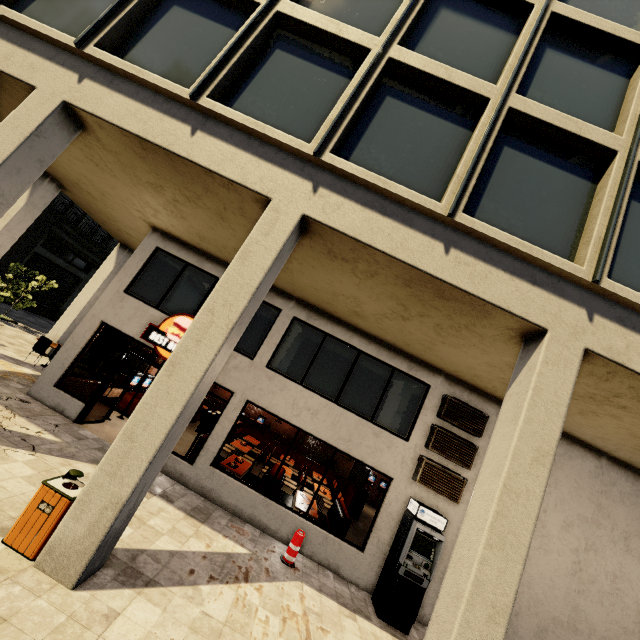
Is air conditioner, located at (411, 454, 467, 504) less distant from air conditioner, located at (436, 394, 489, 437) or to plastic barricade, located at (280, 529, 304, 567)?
air conditioner, located at (436, 394, 489, 437)

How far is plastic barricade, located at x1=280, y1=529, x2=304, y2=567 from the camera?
7.29m

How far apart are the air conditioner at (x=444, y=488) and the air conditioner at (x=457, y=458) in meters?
0.2

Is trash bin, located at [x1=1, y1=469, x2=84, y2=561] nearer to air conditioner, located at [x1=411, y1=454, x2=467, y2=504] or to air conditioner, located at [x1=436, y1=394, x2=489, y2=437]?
air conditioner, located at [x1=411, y1=454, x2=467, y2=504]

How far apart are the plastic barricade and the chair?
11.05m

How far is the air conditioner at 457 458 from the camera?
8.6m

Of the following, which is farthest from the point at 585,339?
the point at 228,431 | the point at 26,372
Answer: the point at 26,372

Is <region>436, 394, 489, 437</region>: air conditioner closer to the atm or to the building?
the building
